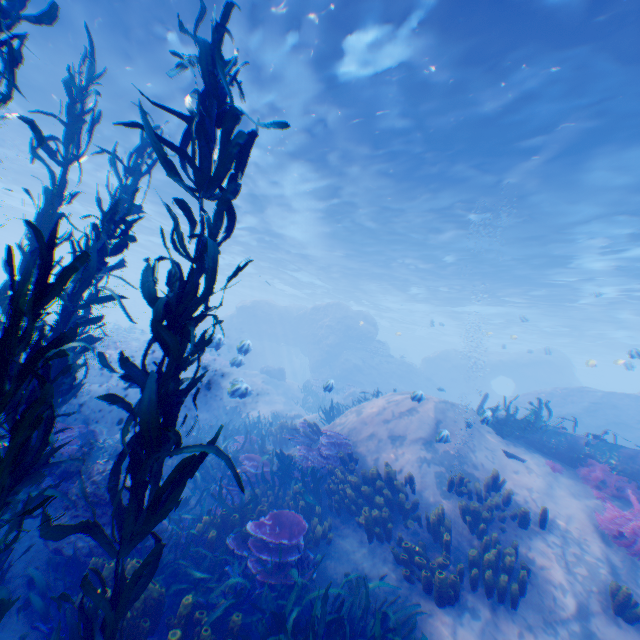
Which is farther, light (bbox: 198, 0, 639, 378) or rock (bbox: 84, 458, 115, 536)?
light (bbox: 198, 0, 639, 378)

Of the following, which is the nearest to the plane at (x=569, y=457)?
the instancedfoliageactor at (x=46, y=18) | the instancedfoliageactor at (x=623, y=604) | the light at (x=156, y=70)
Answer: the instancedfoliageactor at (x=46, y=18)

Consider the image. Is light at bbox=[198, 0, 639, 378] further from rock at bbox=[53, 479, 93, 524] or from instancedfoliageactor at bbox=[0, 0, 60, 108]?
instancedfoliageactor at bbox=[0, 0, 60, 108]

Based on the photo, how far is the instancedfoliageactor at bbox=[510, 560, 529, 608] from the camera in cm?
517

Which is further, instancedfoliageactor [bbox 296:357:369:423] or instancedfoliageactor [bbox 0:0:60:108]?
instancedfoliageactor [bbox 296:357:369:423]

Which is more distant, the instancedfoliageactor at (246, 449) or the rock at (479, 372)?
the rock at (479, 372)

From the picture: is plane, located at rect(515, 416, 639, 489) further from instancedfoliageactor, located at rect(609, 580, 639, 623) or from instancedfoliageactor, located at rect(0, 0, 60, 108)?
instancedfoliageactor, located at rect(609, 580, 639, 623)

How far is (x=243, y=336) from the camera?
32.16m
